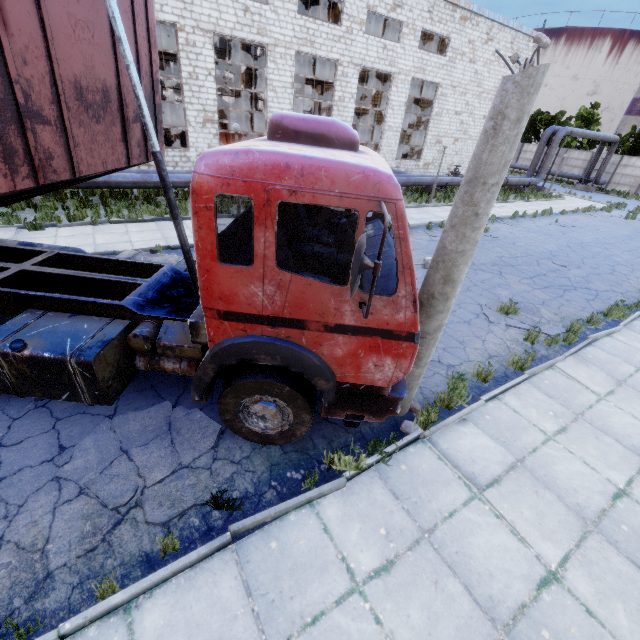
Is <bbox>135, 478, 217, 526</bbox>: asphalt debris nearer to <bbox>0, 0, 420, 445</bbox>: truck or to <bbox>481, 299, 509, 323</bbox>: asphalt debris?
<bbox>0, 0, 420, 445</bbox>: truck

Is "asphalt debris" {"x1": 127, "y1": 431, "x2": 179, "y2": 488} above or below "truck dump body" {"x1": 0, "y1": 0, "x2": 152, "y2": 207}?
below

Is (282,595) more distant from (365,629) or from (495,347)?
(495,347)

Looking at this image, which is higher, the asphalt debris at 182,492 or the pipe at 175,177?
the pipe at 175,177

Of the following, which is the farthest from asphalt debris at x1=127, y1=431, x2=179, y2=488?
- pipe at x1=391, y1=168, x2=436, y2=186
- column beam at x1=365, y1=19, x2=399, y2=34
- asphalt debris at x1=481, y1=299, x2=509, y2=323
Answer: column beam at x1=365, y1=19, x2=399, y2=34

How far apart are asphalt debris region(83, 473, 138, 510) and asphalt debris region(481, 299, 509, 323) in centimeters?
704cm

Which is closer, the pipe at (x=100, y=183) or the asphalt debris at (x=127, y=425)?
the asphalt debris at (x=127, y=425)

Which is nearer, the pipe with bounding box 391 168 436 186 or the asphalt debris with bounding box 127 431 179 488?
the asphalt debris with bounding box 127 431 179 488
